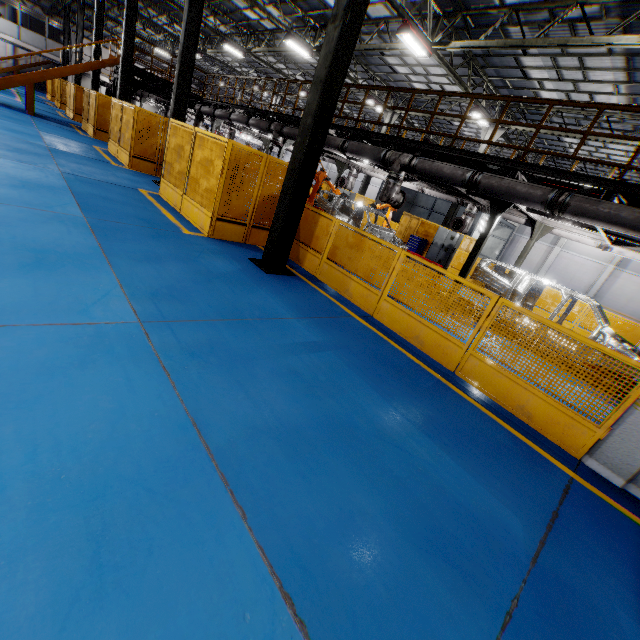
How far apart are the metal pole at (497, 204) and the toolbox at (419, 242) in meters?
10.6

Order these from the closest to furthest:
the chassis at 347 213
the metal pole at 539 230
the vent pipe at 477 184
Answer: the vent pipe at 477 184
the metal pole at 539 230
the chassis at 347 213

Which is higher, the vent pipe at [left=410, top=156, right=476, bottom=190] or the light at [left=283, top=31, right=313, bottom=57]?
the light at [left=283, top=31, right=313, bottom=57]

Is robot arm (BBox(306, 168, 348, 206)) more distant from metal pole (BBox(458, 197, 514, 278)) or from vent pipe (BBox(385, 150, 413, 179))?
metal pole (BBox(458, 197, 514, 278))

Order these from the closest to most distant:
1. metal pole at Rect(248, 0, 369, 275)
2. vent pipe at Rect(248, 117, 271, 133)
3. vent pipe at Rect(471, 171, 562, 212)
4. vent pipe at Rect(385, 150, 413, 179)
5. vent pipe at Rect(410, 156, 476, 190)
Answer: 1. metal pole at Rect(248, 0, 369, 275)
2. vent pipe at Rect(471, 171, 562, 212)
3. vent pipe at Rect(410, 156, 476, 190)
4. vent pipe at Rect(385, 150, 413, 179)
5. vent pipe at Rect(248, 117, 271, 133)

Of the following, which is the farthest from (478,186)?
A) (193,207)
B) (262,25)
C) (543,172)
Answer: (262,25)

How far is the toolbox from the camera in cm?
1912

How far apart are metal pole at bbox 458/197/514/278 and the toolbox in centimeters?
1056cm
